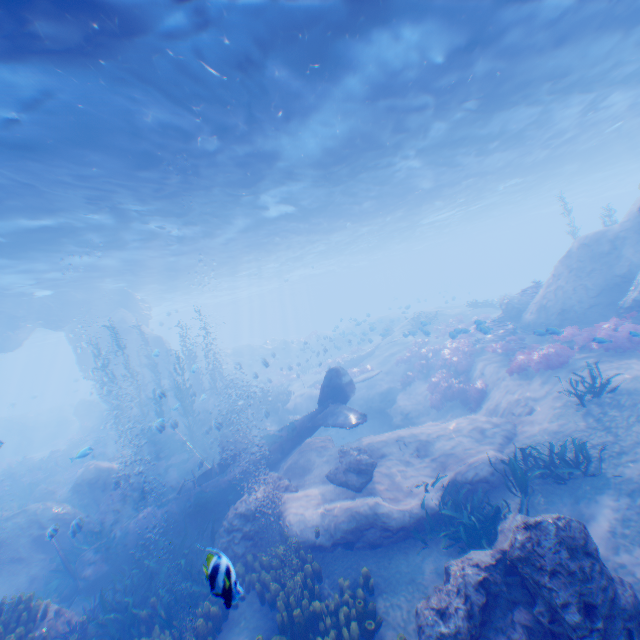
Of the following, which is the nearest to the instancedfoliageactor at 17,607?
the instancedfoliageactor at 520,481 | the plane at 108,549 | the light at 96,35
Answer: the plane at 108,549

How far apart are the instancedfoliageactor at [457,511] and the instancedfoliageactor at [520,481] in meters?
1.1

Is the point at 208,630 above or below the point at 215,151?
below

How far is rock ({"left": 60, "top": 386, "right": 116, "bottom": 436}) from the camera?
29.0 meters

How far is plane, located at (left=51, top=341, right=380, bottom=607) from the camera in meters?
9.5 m

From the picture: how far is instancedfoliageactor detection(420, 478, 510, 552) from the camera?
7.2m

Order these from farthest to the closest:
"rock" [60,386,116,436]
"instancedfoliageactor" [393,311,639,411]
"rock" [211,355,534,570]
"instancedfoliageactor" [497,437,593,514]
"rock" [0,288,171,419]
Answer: "rock" [60,386,116,436] < "rock" [0,288,171,419] < "instancedfoliageactor" [393,311,639,411] < "rock" [211,355,534,570] < "instancedfoliageactor" [497,437,593,514]

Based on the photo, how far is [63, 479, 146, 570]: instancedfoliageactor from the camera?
10.9 meters
